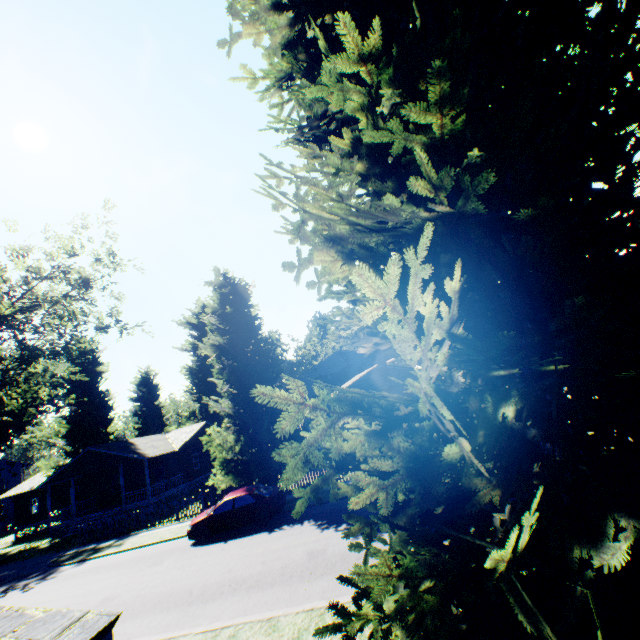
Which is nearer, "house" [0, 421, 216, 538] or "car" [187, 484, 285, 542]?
"car" [187, 484, 285, 542]

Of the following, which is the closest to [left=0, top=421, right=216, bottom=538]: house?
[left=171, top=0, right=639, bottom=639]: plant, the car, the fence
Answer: [left=171, top=0, right=639, bottom=639]: plant

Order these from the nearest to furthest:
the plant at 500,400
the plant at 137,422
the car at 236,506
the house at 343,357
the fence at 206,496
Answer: the plant at 500,400 < the car at 236,506 < the fence at 206,496 < the house at 343,357 < the plant at 137,422

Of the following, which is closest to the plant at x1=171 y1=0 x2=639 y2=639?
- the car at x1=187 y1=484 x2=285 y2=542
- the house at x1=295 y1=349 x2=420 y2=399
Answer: the house at x1=295 y1=349 x2=420 y2=399

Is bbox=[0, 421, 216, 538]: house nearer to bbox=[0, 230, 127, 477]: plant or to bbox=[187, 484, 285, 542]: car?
bbox=[0, 230, 127, 477]: plant

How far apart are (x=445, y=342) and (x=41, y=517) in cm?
4849

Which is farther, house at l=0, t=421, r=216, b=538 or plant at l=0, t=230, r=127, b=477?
house at l=0, t=421, r=216, b=538

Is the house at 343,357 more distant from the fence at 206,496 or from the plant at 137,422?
the fence at 206,496
